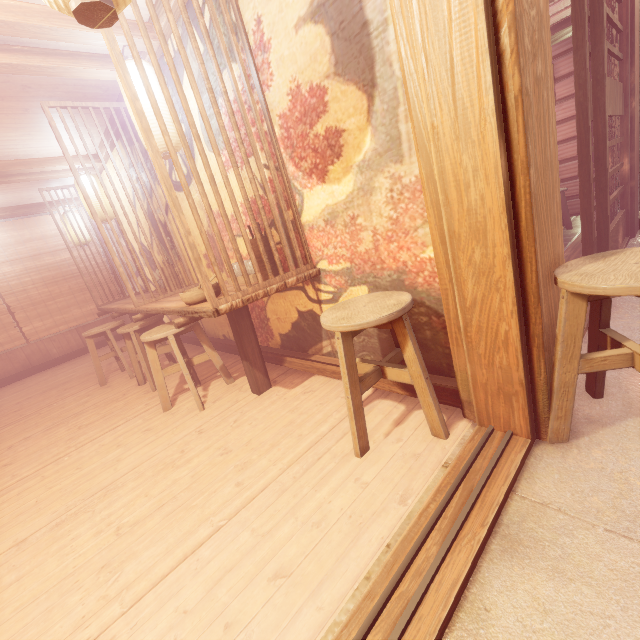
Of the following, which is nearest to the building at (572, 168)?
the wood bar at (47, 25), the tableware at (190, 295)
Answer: the wood bar at (47, 25)

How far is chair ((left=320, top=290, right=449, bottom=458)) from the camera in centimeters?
277cm

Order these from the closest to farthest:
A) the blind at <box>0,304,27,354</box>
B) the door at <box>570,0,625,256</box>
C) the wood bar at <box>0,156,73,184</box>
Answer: the door at <box>570,0,625,256</box>
the wood bar at <box>0,156,73,184</box>
the blind at <box>0,304,27,354</box>

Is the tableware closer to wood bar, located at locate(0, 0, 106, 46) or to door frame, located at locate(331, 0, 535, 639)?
door frame, located at locate(331, 0, 535, 639)

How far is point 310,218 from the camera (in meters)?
3.98

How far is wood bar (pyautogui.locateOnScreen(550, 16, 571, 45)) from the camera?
8.6m

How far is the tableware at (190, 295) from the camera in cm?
395

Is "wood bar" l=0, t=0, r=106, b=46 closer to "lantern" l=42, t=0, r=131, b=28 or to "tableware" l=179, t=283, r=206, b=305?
"lantern" l=42, t=0, r=131, b=28
